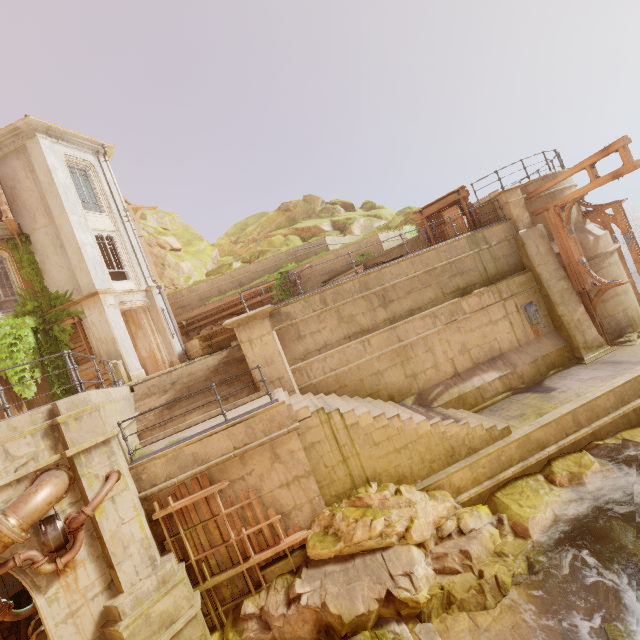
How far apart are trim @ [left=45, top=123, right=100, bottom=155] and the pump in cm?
1099

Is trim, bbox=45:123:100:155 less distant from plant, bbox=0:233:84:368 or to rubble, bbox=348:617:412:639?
plant, bbox=0:233:84:368

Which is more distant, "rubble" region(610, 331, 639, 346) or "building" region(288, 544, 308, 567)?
"rubble" region(610, 331, 639, 346)

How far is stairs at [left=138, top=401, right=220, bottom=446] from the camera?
9.39m

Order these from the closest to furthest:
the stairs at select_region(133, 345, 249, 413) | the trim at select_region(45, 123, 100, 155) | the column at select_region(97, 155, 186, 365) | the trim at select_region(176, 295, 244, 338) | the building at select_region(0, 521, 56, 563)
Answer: the building at select_region(0, 521, 56, 563) < the stairs at select_region(133, 345, 249, 413) < the trim at select_region(45, 123, 100, 155) < the column at select_region(97, 155, 186, 365) < the trim at select_region(176, 295, 244, 338)

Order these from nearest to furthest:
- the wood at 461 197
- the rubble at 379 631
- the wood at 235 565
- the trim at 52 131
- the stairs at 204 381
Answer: the rubble at 379 631
the wood at 235 565
the stairs at 204 381
the wood at 461 197
the trim at 52 131

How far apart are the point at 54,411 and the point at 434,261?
11.8 meters

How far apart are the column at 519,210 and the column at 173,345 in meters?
16.4
